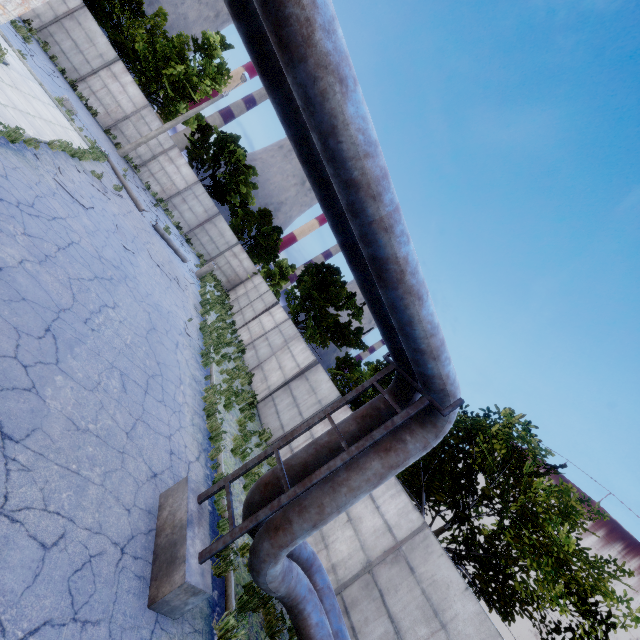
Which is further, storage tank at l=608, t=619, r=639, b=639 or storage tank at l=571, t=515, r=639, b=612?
storage tank at l=571, t=515, r=639, b=612

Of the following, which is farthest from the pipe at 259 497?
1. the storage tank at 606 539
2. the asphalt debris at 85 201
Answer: the storage tank at 606 539

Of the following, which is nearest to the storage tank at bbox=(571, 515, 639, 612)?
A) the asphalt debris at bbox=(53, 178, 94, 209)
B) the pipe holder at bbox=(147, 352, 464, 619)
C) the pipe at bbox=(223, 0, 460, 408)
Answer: the pipe at bbox=(223, 0, 460, 408)

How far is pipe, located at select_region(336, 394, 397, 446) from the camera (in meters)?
5.86

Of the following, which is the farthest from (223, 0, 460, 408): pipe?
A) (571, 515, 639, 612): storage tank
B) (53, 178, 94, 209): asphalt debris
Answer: (571, 515, 639, 612): storage tank

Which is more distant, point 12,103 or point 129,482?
point 12,103

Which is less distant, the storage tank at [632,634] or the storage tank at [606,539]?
the storage tank at [632,634]

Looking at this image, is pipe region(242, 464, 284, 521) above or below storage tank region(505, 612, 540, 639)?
below
